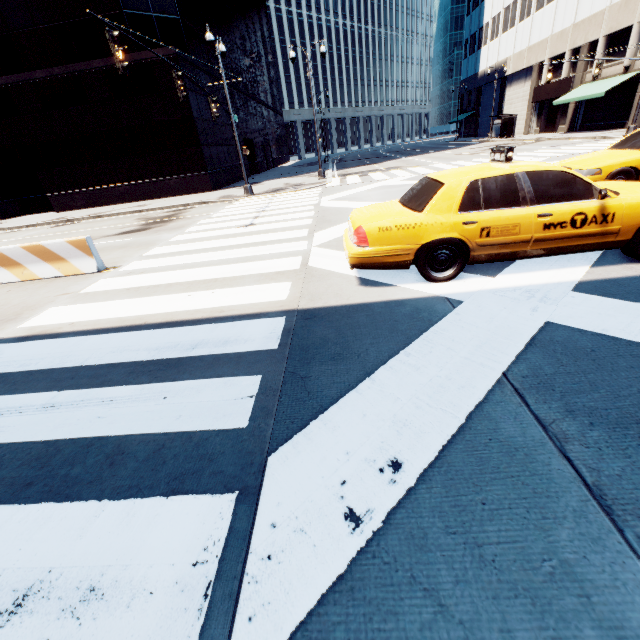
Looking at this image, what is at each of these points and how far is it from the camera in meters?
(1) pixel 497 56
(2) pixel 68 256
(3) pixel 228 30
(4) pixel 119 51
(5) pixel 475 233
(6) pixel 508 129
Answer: (1) building, 43.9 m
(2) concrete barrier, 7.9 m
(3) building, 31.8 m
(4) traffic light, 7.9 m
(5) vehicle, 4.4 m
(6) bus stop, 36.4 m

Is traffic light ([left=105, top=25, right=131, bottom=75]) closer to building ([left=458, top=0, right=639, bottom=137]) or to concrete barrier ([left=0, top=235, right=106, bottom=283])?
concrete barrier ([left=0, top=235, right=106, bottom=283])

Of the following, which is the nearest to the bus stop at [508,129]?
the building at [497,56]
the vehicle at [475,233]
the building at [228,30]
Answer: the building at [497,56]

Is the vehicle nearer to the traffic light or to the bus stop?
the traffic light

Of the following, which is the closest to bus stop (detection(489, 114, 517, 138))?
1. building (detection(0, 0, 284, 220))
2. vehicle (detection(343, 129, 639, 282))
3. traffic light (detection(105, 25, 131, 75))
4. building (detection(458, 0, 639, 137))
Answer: building (detection(458, 0, 639, 137))

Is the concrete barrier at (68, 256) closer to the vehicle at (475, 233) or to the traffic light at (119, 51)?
the traffic light at (119, 51)

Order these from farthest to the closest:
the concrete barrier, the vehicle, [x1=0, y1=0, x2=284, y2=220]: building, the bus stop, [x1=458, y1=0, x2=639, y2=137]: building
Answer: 1. the bus stop
2. [x1=458, y1=0, x2=639, y2=137]: building
3. [x1=0, y1=0, x2=284, y2=220]: building
4. the concrete barrier
5. the vehicle

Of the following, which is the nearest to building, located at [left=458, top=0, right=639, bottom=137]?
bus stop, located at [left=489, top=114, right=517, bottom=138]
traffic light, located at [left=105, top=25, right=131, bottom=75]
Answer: bus stop, located at [left=489, top=114, right=517, bottom=138]
